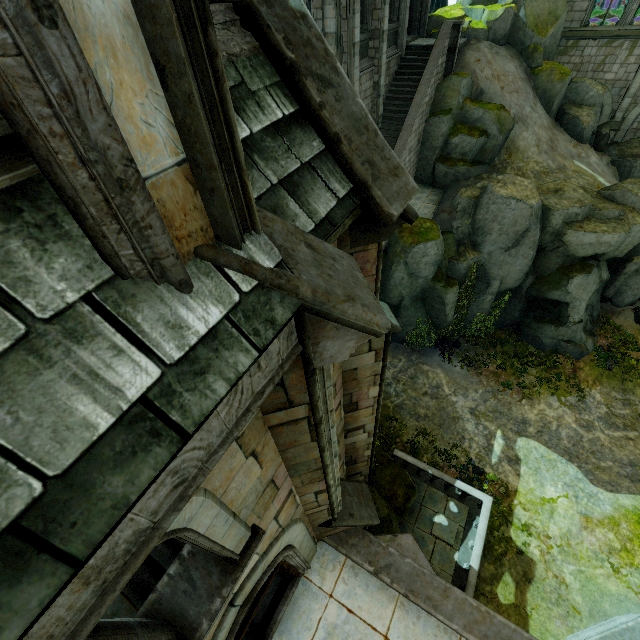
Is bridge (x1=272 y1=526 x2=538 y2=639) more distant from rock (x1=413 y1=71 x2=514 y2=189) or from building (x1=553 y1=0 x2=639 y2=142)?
rock (x1=413 y1=71 x2=514 y2=189)

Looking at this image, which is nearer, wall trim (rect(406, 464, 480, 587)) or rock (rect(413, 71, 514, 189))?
wall trim (rect(406, 464, 480, 587))

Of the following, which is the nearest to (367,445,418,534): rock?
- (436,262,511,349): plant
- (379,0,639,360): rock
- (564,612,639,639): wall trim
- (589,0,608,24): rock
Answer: (564,612,639,639): wall trim

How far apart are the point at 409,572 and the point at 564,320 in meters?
15.2 m

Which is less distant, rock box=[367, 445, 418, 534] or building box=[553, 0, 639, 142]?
rock box=[367, 445, 418, 534]

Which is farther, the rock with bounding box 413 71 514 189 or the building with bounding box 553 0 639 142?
the building with bounding box 553 0 639 142

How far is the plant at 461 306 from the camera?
16.8 meters

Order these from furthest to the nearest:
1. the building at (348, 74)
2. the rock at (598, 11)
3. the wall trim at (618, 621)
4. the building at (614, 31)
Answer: the rock at (598, 11), the building at (614, 31), the wall trim at (618, 621), the building at (348, 74)
